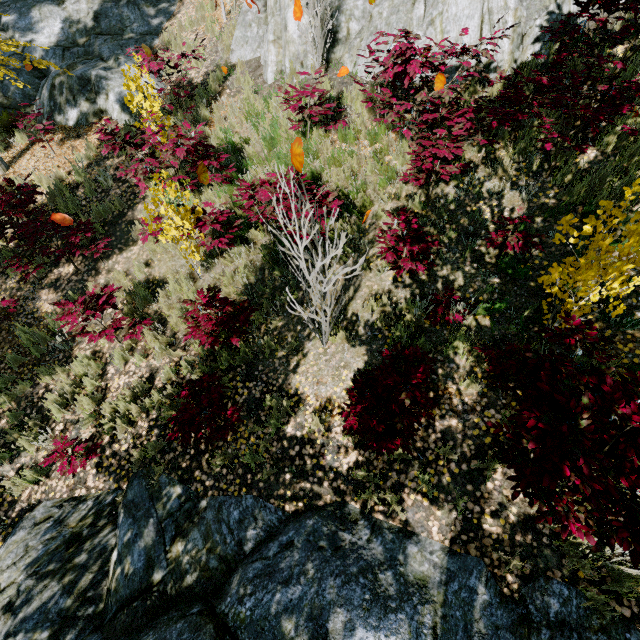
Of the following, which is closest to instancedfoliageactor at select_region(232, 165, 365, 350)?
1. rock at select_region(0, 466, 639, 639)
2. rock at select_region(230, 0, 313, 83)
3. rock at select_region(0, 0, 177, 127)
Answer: rock at select_region(0, 466, 639, 639)

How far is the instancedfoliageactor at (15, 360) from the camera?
5.8 meters

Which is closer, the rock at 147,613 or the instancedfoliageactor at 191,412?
the rock at 147,613

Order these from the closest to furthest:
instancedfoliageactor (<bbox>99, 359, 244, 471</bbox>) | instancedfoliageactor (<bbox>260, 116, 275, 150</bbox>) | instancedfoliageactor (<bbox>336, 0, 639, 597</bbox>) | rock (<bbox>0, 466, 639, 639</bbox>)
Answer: instancedfoliageactor (<bbox>336, 0, 639, 597</bbox>)
rock (<bbox>0, 466, 639, 639</bbox>)
instancedfoliageactor (<bbox>99, 359, 244, 471</bbox>)
instancedfoliageactor (<bbox>260, 116, 275, 150</bbox>)

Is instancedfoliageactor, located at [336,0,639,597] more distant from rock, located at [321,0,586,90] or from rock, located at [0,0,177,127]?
rock, located at [321,0,586,90]

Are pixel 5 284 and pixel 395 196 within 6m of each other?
no

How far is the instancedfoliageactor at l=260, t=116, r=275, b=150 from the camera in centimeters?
659cm
